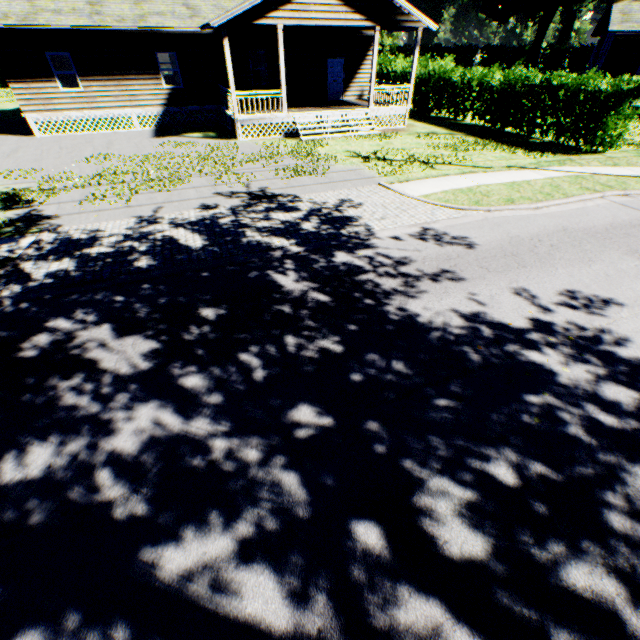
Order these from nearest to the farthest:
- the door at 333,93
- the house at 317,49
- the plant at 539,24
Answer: the house at 317,49, the door at 333,93, the plant at 539,24

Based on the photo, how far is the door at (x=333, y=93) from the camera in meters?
20.3 m

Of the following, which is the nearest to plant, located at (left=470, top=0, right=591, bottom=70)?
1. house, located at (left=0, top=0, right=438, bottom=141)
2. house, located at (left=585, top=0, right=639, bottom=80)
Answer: house, located at (left=585, top=0, right=639, bottom=80)

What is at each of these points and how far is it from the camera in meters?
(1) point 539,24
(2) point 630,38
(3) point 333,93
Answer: (1) plant, 50.4
(2) house, 20.7
(3) door, 21.3

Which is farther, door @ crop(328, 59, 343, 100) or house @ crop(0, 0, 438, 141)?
door @ crop(328, 59, 343, 100)

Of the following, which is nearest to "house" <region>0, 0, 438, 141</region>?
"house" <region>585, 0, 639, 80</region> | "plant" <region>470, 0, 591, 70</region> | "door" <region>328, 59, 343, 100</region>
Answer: "door" <region>328, 59, 343, 100</region>

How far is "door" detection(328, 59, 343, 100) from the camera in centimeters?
2034cm

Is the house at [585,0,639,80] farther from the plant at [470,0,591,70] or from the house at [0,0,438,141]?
the plant at [470,0,591,70]
